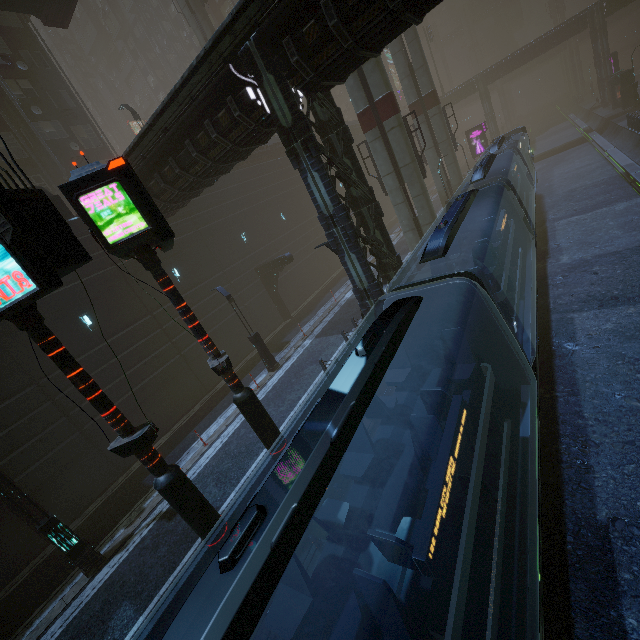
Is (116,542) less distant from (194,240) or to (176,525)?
(176,525)

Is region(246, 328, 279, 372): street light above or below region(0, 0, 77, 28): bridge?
below

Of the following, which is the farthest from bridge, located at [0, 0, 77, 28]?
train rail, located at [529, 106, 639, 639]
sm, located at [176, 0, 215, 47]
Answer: train rail, located at [529, 106, 639, 639]

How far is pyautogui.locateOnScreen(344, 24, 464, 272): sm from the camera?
17.1 meters

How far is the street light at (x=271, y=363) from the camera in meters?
17.8 m

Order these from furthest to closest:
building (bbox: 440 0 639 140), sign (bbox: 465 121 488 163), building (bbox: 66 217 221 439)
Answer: building (bbox: 440 0 639 140) < sign (bbox: 465 121 488 163) < building (bbox: 66 217 221 439)

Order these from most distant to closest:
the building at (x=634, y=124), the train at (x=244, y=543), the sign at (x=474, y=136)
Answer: the sign at (x=474, y=136)
the building at (x=634, y=124)
the train at (x=244, y=543)

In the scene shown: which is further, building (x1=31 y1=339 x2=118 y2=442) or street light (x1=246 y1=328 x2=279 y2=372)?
street light (x1=246 y1=328 x2=279 y2=372)
